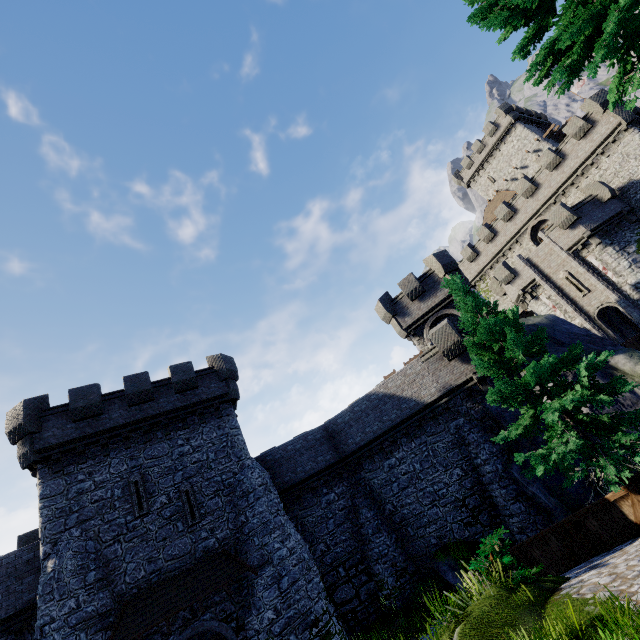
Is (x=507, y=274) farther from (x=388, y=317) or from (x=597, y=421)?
(x=597, y=421)

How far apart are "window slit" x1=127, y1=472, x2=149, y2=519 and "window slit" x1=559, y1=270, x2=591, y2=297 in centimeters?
3554cm

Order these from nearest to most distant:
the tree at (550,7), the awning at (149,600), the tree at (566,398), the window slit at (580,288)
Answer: the tree at (550,7), the tree at (566,398), the awning at (149,600), the window slit at (580,288)

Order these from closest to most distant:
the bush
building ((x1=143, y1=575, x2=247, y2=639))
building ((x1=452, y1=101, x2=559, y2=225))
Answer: the bush, building ((x1=143, y1=575, x2=247, y2=639)), building ((x1=452, y1=101, x2=559, y2=225))

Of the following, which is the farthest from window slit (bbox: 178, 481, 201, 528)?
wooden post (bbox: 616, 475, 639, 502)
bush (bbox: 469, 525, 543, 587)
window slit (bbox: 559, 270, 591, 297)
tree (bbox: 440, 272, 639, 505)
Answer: window slit (bbox: 559, 270, 591, 297)

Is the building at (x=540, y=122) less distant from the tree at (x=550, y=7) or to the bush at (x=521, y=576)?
the tree at (x=550, y=7)

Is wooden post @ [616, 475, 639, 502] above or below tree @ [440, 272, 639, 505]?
below

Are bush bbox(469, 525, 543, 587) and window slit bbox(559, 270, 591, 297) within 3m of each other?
no
